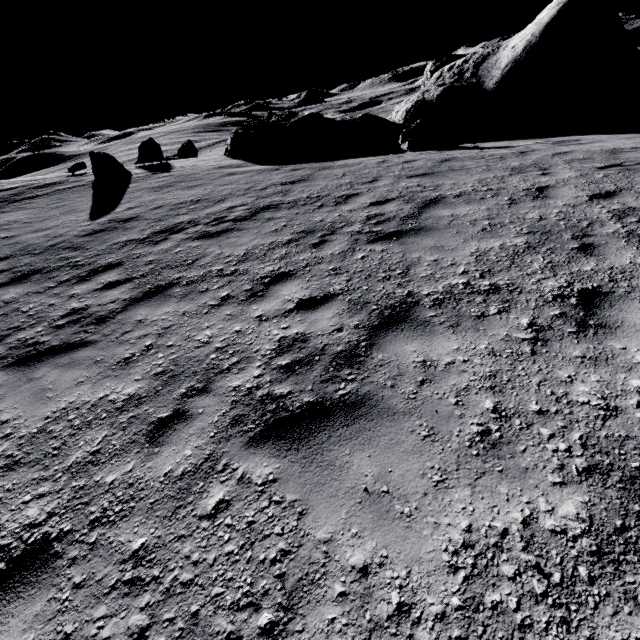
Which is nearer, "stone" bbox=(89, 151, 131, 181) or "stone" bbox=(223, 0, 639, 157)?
"stone" bbox=(223, 0, 639, 157)

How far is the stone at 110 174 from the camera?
14.60m

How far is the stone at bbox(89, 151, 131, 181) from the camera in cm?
1460

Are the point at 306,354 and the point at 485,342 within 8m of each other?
yes

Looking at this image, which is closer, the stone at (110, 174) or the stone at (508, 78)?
the stone at (508, 78)
